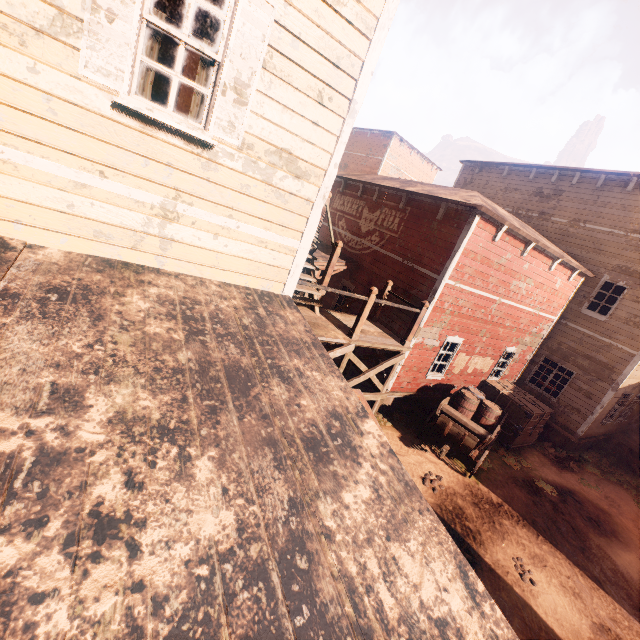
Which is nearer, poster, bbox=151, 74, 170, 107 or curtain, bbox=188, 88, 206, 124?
curtain, bbox=188, 88, 206, 124

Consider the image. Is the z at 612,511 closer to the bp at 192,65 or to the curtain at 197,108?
the bp at 192,65

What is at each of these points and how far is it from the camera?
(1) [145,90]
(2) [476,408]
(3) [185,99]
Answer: (1) curtain, 3.2m
(2) barrel, 10.3m
(3) bp, 5.5m

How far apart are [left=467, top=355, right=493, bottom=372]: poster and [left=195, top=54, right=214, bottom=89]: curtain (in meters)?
11.44

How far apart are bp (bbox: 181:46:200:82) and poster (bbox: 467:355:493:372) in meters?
9.7 m

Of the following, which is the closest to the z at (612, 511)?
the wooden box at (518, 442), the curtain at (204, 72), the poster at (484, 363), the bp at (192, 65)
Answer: the wooden box at (518, 442)

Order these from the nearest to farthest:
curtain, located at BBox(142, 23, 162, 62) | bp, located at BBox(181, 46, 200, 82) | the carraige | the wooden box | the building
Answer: the building
curtain, located at BBox(142, 23, 162, 62)
bp, located at BBox(181, 46, 200, 82)
the carraige
the wooden box

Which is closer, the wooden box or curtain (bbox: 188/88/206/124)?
curtain (bbox: 188/88/206/124)
